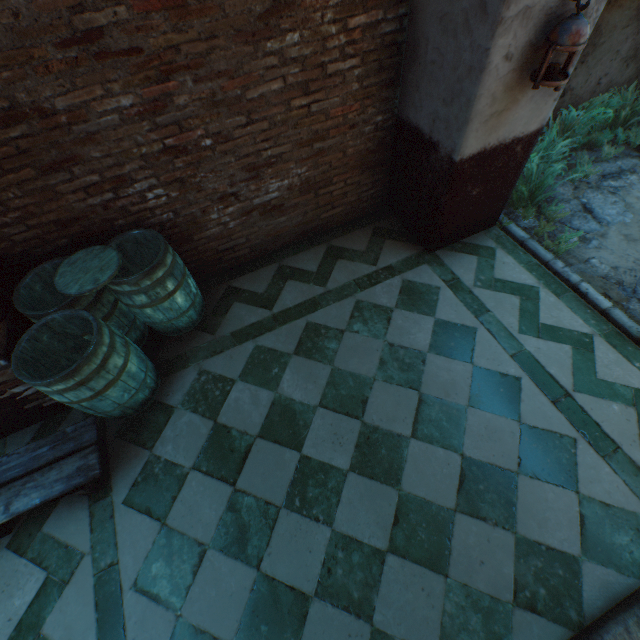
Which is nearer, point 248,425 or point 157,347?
point 248,425

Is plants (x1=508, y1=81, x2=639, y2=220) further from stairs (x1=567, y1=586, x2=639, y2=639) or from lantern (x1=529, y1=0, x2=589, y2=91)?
stairs (x1=567, y1=586, x2=639, y2=639)

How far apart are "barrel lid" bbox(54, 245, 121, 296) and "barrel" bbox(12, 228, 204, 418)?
0.0m

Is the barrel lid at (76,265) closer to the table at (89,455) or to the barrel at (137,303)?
the barrel at (137,303)

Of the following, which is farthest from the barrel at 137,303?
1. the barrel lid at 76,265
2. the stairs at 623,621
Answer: the stairs at 623,621

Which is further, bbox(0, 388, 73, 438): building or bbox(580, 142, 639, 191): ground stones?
bbox(580, 142, 639, 191): ground stones

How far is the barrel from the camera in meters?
2.4

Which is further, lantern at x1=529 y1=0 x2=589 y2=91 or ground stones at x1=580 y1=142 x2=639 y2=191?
ground stones at x1=580 y1=142 x2=639 y2=191
